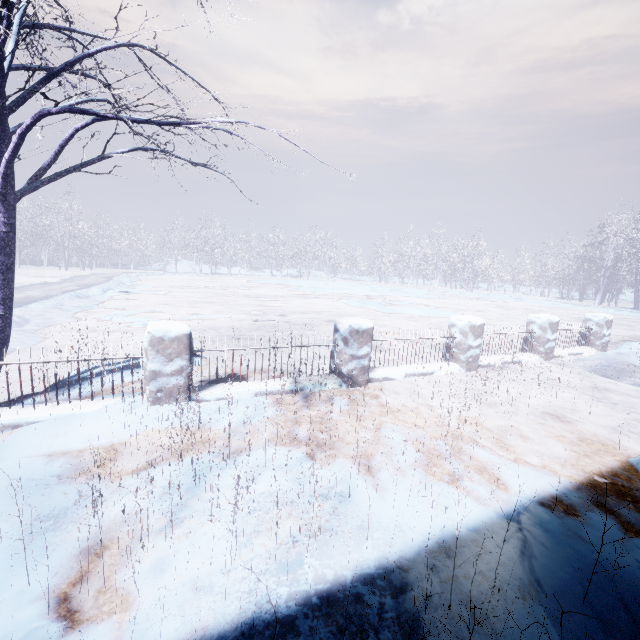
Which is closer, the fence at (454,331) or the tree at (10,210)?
the tree at (10,210)

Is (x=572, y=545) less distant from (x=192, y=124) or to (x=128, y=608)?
(x=128, y=608)

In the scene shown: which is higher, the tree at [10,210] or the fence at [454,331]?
the tree at [10,210]

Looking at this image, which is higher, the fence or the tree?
the tree

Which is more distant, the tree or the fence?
the fence
